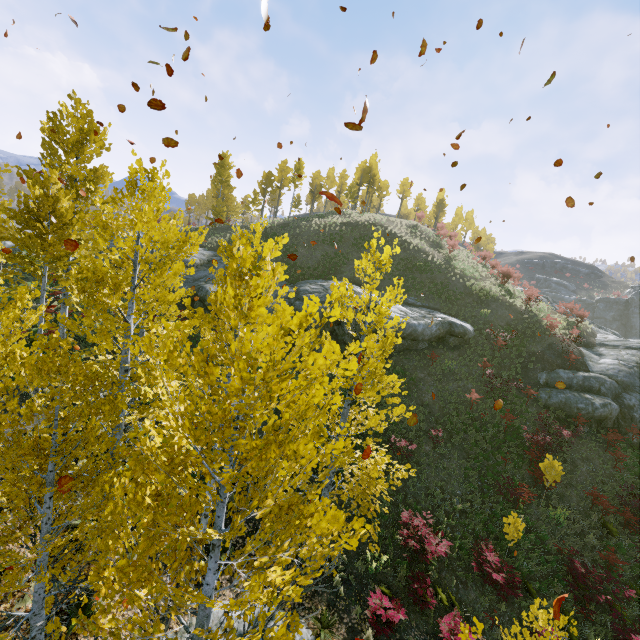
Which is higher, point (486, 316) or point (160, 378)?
point (486, 316)

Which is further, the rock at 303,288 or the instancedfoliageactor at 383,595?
the rock at 303,288

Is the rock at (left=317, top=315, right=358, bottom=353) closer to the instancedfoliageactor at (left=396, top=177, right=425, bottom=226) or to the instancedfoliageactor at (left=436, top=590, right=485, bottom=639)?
the instancedfoliageactor at (left=436, top=590, right=485, bottom=639)

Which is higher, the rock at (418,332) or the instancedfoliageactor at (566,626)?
the rock at (418,332)

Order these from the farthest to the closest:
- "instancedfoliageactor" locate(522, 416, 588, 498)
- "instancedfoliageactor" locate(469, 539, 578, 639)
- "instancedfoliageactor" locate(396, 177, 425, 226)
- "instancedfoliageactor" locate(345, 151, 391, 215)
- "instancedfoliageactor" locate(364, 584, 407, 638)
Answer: "instancedfoliageactor" locate(345, 151, 391, 215) → "instancedfoliageactor" locate(396, 177, 425, 226) → "instancedfoliageactor" locate(522, 416, 588, 498) → "instancedfoliageactor" locate(364, 584, 407, 638) → "instancedfoliageactor" locate(469, 539, 578, 639)

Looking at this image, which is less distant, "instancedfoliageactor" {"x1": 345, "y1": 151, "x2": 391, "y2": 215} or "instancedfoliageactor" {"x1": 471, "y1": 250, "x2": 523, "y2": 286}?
"instancedfoliageactor" {"x1": 471, "y1": 250, "x2": 523, "y2": 286}

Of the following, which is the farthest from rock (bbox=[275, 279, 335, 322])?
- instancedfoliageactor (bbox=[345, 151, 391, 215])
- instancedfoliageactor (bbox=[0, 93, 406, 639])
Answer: instancedfoliageactor (bbox=[345, 151, 391, 215])

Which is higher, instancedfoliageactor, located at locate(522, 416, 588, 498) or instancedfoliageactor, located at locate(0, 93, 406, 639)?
instancedfoliageactor, located at locate(0, 93, 406, 639)
